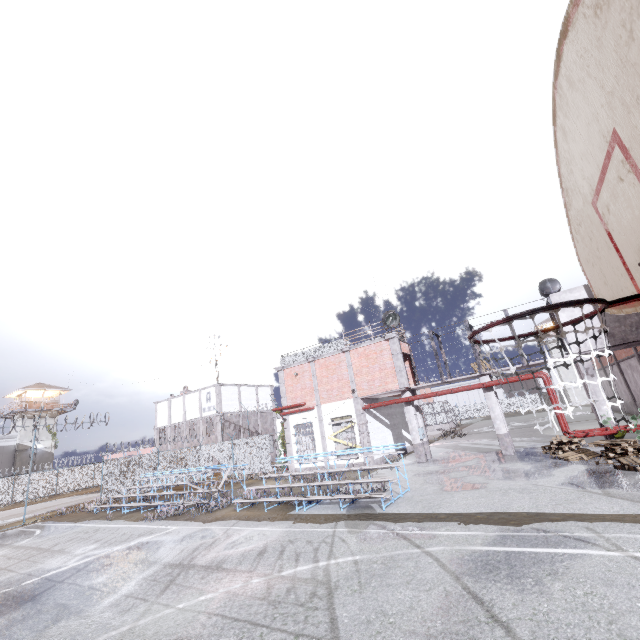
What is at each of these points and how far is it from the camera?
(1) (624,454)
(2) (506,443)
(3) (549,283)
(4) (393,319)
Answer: (1) pallet, 11.13m
(2) column, 15.90m
(3) spotlight, 17.53m
(4) spotlight, 19.78m

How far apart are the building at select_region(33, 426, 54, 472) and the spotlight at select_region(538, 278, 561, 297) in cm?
5992

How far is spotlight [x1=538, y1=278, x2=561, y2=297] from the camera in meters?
17.3 m

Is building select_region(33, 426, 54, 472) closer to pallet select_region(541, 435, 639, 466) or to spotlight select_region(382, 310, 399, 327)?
spotlight select_region(382, 310, 399, 327)

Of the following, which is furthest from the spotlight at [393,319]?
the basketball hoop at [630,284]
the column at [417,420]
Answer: the basketball hoop at [630,284]

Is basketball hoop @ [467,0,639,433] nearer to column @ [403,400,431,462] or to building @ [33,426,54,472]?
column @ [403,400,431,462]

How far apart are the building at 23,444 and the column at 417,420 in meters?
51.4 m

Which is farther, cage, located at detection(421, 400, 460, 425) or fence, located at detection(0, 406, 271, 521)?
cage, located at detection(421, 400, 460, 425)
